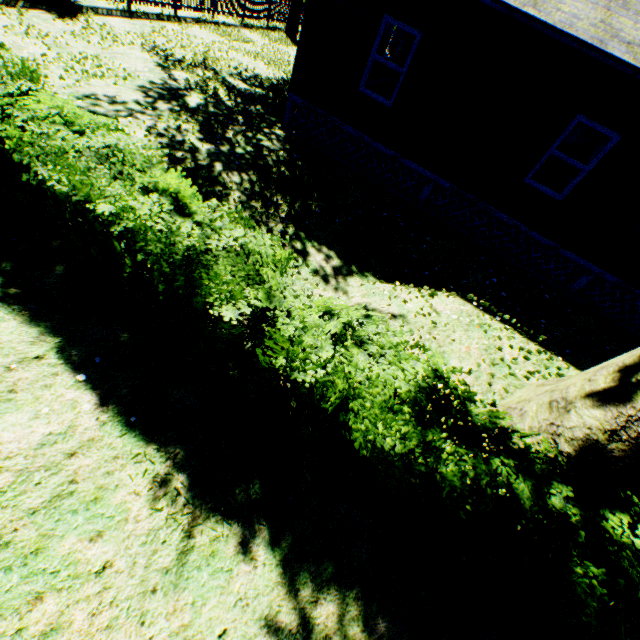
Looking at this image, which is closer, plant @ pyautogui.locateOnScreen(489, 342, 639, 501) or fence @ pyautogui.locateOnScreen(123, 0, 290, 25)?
plant @ pyautogui.locateOnScreen(489, 342, 639, 501)

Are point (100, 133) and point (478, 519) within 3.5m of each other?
no

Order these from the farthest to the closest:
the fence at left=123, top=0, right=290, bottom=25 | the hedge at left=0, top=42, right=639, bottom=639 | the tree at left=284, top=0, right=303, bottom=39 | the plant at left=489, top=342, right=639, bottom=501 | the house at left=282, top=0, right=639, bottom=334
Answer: the tree at left=284, top=0, right=303, bottom=39 < the fence at left=123, top=0, right=290, bottom=25 < the house at left=282, top=0, right=639, bottom=334 < the plant at left=489, top=342, right=639, bottom=501 < the hedge at left=0, top=42, right=639, bottom=639

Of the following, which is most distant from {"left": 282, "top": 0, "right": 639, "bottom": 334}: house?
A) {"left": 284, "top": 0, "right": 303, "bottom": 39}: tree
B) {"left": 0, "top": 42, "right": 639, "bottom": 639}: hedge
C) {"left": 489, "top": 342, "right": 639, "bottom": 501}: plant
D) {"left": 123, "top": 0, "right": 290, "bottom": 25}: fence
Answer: {"left": 123, "top": 0, "right": 290, "bottom": 25}: fence

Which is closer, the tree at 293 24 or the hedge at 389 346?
the hedge at 389 346

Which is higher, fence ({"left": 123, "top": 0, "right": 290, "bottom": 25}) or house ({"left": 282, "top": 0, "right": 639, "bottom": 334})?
house ({"left": 282, "top": 0, "right": 639, "bottom": 334})

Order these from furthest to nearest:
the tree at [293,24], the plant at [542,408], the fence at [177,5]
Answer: the tree at [293,24] < the fence at [177,5] < the plant at [542,408]

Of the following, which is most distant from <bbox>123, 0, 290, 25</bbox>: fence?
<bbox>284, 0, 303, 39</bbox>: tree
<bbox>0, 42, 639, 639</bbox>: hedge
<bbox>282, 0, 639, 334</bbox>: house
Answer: <bbox>282, 0, 639, 334</bbox>: house
